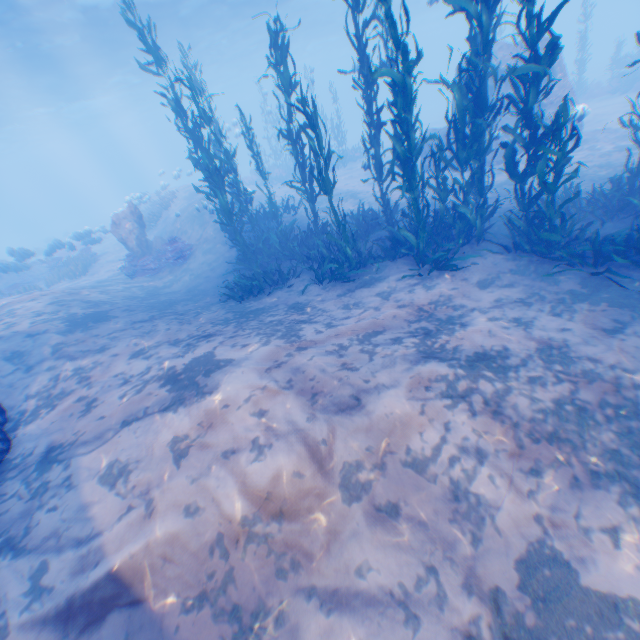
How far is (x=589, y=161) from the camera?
11.78m

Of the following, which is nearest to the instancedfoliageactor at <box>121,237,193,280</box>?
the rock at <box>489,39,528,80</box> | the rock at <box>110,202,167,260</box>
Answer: the rock at <box>110,202,167,260</box>

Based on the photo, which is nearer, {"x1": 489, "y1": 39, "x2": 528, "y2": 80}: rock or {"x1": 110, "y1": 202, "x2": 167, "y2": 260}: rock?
{"x1": 489, "y1": 39, "x2": 528, "y2": 80}: rock

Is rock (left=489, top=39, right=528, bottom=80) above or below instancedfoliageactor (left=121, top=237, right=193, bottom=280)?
above

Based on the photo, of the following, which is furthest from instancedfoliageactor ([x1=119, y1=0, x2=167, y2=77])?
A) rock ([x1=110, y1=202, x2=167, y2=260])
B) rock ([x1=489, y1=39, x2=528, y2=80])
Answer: rock ([x1=110, y1=202, x2=167, y2=260])

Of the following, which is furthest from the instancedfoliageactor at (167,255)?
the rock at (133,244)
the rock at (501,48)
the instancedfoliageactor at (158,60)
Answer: the rock at (501,48)

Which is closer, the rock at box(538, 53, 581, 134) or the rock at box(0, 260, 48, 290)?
the rock at box(538, 53, 581, 134)

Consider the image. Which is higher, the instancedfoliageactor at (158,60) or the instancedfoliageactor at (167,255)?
the instancedfoliageactor at (158,60)
